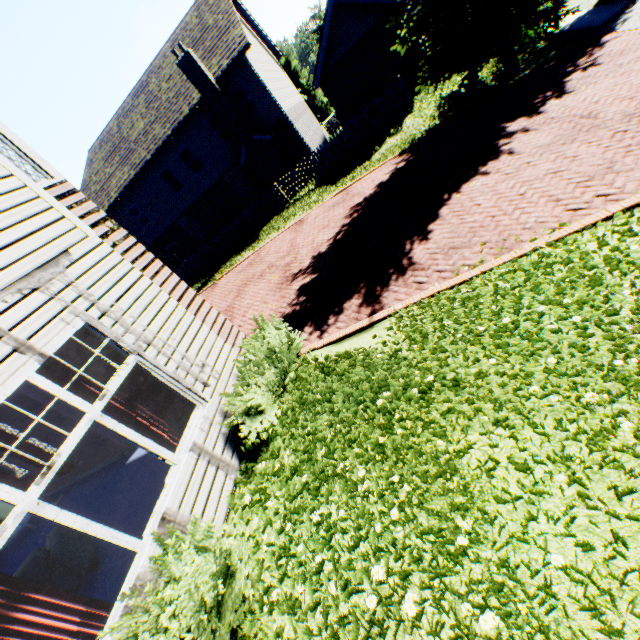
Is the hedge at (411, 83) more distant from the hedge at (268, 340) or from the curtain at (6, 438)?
the curtain at (6, 438)

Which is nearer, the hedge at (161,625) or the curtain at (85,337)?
the hedge at (161,625)

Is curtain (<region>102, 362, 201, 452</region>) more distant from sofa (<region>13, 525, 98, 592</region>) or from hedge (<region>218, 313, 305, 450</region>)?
sofa (<region>13, 525, 98, 592</region>)

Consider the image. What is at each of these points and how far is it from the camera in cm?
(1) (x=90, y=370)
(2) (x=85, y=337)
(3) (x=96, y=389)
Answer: (1) curtain, 403
(2) curtain, 415
(3) curtain, 400

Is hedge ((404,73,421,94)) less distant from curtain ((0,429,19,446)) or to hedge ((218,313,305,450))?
hedge ((218,313,305,450))

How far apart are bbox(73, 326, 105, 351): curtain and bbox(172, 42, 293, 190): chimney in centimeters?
1797cm

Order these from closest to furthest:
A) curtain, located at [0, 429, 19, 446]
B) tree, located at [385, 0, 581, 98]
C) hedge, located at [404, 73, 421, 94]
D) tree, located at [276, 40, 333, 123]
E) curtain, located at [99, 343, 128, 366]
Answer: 1. curtain, located at [99, 343, 128, 366]
2. curtain, located at [0, 429, 19, 446]
3. tree, located at [385, 0, 581, 98]
4. hedge, located at [404, 73, 421, 94]
5. tree, located at [276, 40, 333, 123]

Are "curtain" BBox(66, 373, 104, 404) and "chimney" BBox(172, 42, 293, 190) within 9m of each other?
no
